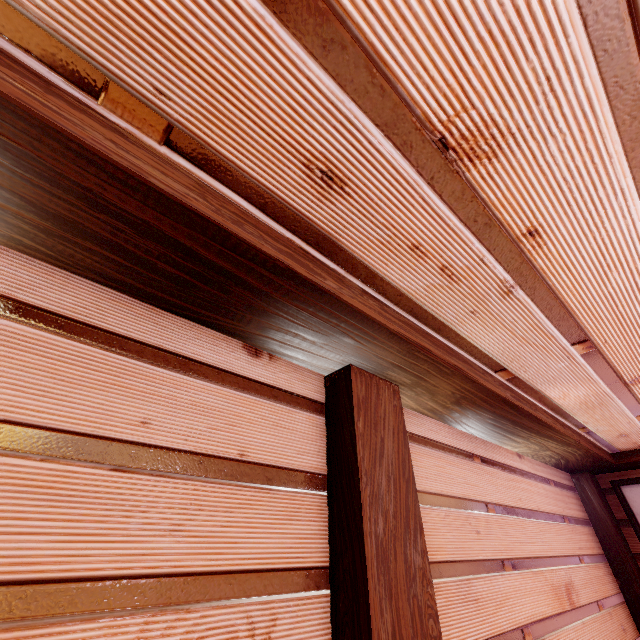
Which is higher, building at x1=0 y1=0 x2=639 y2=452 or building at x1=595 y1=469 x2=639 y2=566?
building at x1=0 y1=0 x2=639 y2=452

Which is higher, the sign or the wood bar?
the wood bar

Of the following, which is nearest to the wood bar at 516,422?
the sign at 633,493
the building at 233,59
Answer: the building at 233,59

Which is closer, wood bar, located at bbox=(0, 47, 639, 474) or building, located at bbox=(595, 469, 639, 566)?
wood bar, located at bbox=(0, 47, 639, 474)

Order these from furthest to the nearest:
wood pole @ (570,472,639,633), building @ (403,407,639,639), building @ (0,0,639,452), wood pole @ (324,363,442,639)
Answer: wood pole @ (570,472,639,633)
building @ (403,407,639,639)
wood pole @ (324,363,442,639)
building @ (0,0,639,452)

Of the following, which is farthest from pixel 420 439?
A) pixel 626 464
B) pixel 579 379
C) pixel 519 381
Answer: pixel 626 464

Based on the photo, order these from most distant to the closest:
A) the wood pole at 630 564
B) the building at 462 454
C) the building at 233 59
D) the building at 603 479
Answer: the building at 603 479 < the wood pole at 630 564 < the building at 462 454 < the building at 233 59

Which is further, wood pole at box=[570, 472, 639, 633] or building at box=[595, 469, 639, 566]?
building at box=[595, 469, 639, 566]
